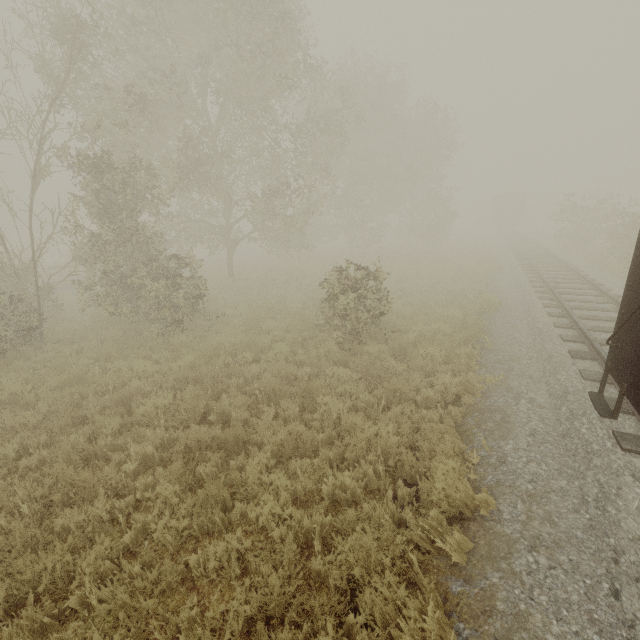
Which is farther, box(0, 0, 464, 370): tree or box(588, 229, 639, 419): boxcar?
box(0, 0, 464, 370): tree

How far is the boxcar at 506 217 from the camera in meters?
42.2

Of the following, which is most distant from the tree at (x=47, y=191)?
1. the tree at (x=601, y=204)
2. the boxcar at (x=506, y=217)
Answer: the boxcar at (x=506, y=217)

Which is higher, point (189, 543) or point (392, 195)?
point (392, 195)

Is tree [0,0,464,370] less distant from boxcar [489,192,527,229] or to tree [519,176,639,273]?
tree [519,176,639,273]

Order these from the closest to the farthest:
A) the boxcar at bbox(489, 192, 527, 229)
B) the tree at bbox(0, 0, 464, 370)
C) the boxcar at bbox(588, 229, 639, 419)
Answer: the boxcar at bbox(588, 229, 639, 419) < the tree at bbox(0, 0, 464, 370) < the boxcar at bbox(489, 192, 527, 229)

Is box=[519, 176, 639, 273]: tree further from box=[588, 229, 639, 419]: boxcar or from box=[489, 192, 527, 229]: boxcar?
box=[588, 229, 639, 419]: boxcar

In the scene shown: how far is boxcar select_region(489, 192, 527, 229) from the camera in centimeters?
4225cm
